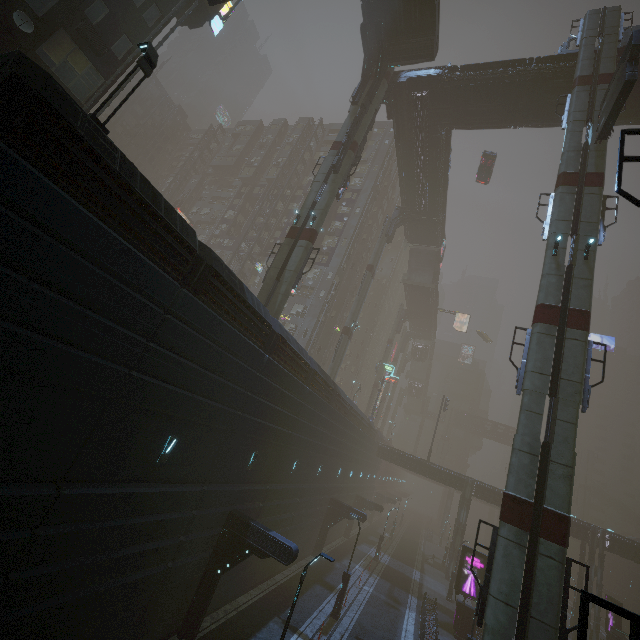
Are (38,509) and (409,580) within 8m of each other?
no

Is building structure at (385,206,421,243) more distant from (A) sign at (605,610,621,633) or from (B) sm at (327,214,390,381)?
(A) sign at (605,610,621,633)

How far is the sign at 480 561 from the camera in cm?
2511

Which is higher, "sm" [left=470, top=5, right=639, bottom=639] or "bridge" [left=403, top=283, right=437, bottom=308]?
"bridge" [left=403, top=283, right=437, bottom=308]

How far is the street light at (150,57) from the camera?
9.4 meters

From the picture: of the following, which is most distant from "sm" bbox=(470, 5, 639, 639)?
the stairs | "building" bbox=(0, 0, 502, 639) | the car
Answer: the stairs

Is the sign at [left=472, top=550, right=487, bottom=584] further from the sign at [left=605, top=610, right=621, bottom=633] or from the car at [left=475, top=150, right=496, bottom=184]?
the car at [left=475, top=150, right=496, bottom=184]

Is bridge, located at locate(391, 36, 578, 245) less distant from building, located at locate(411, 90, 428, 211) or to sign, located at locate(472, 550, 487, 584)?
building, located at locate(411, 90, 428, 211)
